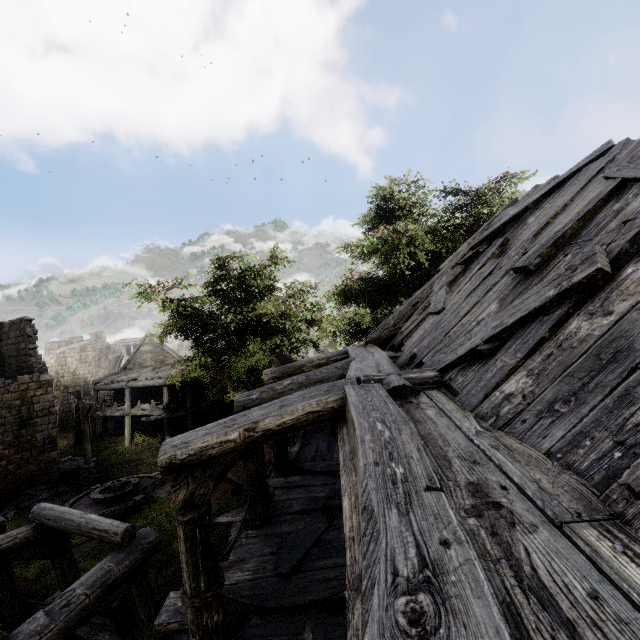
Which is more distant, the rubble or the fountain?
the rubble

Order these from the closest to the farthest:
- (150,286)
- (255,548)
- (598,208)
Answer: (598,208), (255,548), (150,286)

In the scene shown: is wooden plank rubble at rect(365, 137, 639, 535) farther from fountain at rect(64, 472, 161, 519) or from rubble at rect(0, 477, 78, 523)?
rubble at rect(0, 477, 78, 523)

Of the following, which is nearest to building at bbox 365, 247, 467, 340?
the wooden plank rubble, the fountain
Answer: the wooden plank rubble

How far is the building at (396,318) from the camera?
7.93m

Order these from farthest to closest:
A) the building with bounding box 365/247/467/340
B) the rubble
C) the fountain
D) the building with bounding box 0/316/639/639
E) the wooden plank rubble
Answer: the rubble, the fountain, the building with bounding box 365/247/467/340, the wooden plank rubble, the building with bounding box 0/316/639/639

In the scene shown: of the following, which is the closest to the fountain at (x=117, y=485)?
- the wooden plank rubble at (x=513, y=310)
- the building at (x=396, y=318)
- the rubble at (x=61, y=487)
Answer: the rubble at (x=61, y=487)

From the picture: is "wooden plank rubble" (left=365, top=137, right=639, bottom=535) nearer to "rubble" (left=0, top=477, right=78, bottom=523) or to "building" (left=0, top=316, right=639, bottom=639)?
"building" (left=0, top=316, right=639, bottom=639)
